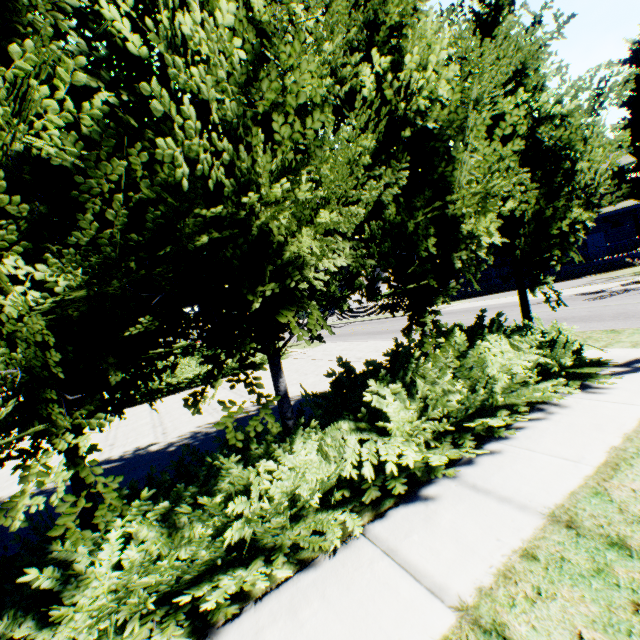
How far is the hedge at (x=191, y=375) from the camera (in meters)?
14.15

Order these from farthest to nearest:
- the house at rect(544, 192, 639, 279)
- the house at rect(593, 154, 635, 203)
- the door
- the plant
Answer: the plant, the door, the house at rect(593, 154, 635, 203), the house at rect(544, 192, 639, 279)

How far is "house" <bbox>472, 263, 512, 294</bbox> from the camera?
29.25m

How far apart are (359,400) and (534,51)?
7.5m

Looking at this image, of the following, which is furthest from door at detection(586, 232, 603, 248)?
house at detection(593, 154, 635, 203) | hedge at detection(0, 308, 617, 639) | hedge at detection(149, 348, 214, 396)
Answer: hedge at detection(149, 348, 214, 396)

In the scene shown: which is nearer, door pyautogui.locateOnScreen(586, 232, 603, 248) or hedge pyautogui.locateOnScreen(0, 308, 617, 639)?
hedge pyautogui.locateOnScreen(0, 308, 617, 639)

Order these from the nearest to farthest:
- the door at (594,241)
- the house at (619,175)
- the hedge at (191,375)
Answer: the hedge at (191,375) < the house at (619,175) < the door at (594,241)

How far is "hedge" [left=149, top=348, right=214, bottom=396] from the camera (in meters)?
14.15
